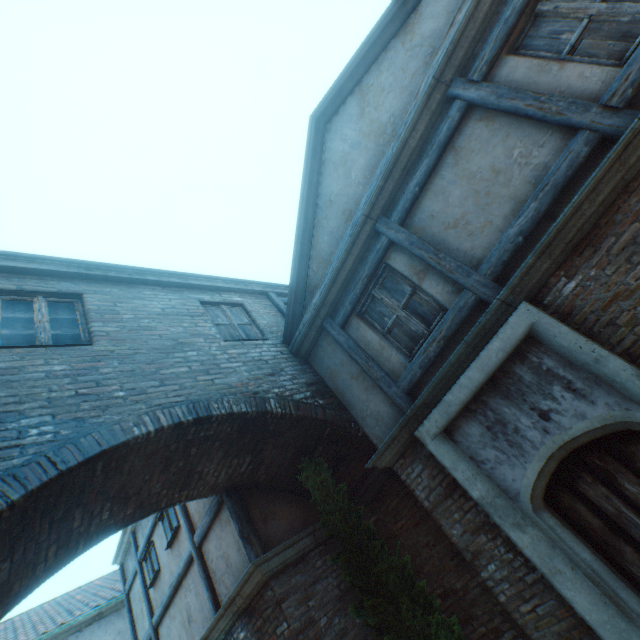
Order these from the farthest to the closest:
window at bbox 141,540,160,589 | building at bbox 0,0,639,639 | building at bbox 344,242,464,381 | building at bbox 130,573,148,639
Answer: building at bbox 130,573,148,639, window at bbox 141,540,160,589, building at bbox 344,242,464,381, building at bbox 0,0,639,639

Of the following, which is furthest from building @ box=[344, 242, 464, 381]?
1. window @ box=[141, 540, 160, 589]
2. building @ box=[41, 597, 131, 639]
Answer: building @ box=[41, 597, 131, 639]

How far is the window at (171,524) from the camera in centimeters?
723cm

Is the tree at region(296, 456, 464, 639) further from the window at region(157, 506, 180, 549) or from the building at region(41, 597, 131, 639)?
the building at region(41, 597, 131, 639)

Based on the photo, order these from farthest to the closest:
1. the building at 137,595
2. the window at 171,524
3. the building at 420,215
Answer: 1. the building at 137,595
2. the window at 171,524
3. the building at 420,215

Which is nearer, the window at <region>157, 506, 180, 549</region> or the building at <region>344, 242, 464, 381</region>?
the building at <region>344, 242, 464, 381</region>

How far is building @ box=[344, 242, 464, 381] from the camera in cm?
462

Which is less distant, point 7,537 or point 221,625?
point 7,537
